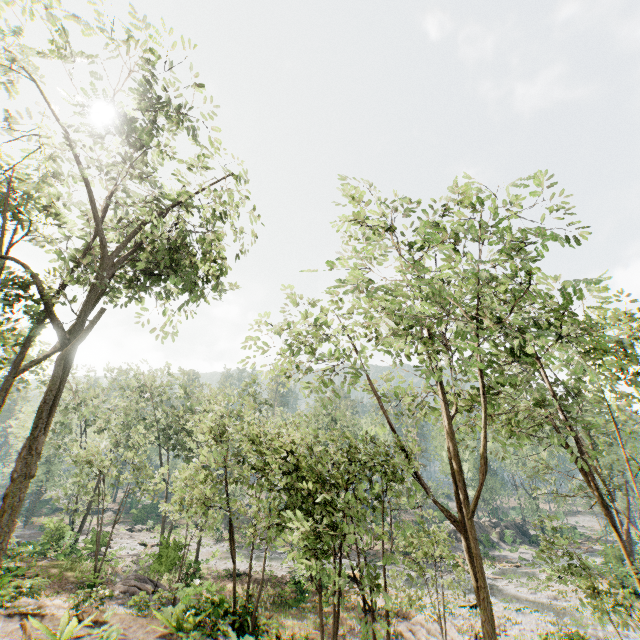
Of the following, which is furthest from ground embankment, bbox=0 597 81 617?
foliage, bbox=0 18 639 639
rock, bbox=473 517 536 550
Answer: rock, bbox=473 517 536 550

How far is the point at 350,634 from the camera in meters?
18.8 m

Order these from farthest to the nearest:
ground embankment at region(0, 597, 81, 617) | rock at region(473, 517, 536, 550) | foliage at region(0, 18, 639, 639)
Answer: rock at region(473, 517, 536, 550)
ground embankment at region(0, 597, 81, 617)
foliage at region(0, 18, 639, 639)

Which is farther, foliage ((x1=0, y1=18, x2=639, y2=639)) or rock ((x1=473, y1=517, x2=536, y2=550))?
rock ((x1=473, y1=517, x2=536, y2=550))

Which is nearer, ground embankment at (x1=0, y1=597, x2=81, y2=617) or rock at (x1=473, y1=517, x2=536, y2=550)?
ground embankment at (x1=0, y1=597, x2=81, y2=617)

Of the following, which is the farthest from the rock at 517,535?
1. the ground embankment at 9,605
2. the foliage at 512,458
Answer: the ground embankment at 9,605

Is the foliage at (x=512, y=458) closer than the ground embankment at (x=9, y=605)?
Yes
